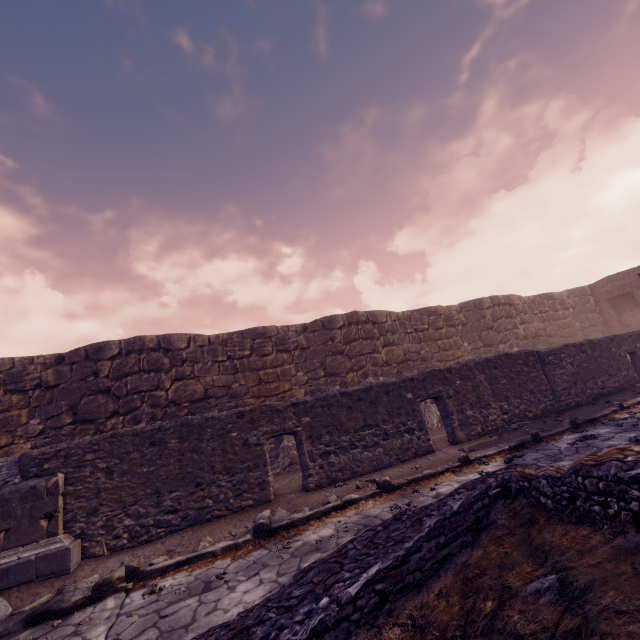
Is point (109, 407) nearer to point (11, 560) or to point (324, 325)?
point (11, 560)

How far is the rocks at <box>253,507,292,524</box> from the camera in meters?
5.3

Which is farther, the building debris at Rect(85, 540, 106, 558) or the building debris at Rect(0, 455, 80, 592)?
the building debris at Rect(85, 540, 106, 558)

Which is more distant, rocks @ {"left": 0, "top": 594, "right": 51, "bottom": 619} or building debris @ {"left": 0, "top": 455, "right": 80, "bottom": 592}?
building debris @ {"left": 0, "top": 455, "right": 80, "bottom": 592}

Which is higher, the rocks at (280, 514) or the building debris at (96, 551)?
the building debris at (96, 551)

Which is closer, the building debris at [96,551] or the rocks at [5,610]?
the rocks at [5,610]

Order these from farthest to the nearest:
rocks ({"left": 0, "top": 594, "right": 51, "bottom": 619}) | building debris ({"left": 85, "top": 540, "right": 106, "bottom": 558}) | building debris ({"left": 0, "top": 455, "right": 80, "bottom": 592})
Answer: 1. building debris ({"left": 85, "top": 540, "right": 106, "bottom": 558})
2. building debris ({"left": 0, "top": 455, "right": 80, "bottom": 592})
3. rocks ({"left": 0, "top": 594, "right": 51, "bottom": 619})

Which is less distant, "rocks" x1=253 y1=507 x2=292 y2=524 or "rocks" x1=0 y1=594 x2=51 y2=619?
"rocks" x1=0 y1=594 x2=51 y2=619
